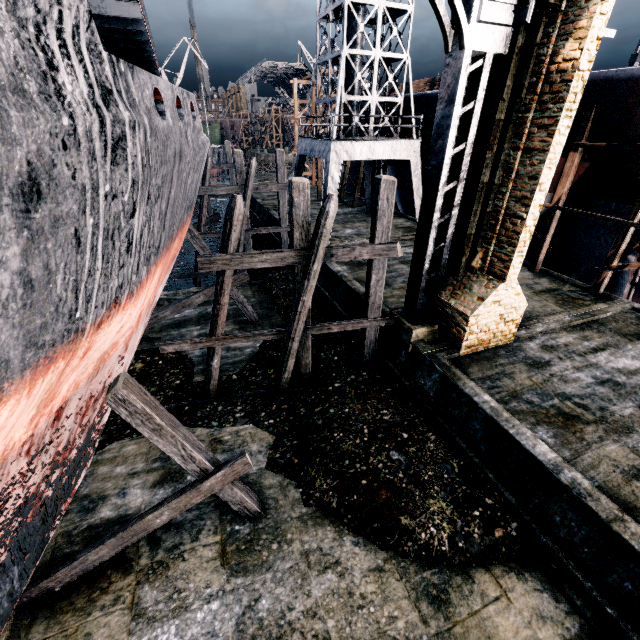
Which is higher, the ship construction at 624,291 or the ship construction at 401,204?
the ship construction at 401,204

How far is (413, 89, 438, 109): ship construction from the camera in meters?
19.8 m

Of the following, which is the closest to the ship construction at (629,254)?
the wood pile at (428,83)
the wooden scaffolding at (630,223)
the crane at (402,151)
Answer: the wooden scaffolding at (630,223)

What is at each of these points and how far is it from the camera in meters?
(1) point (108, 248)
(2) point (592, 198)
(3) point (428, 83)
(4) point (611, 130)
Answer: (1) ship, 3.9 m
(2) ship construction, 15.1 m
(3) wood pile, 32.8 m
(4) ship construction, 13.2 m

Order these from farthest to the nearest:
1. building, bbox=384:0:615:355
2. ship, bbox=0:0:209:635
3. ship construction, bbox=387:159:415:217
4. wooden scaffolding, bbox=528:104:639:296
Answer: ship construction, bbox=387:159:415:217 → wooden scaffolding, bbox=528:104:639:296 → building, bbox=384:0:615:355 → ship, bbox=0:0:209:635

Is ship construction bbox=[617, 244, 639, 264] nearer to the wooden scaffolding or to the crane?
the wooden scaffolding

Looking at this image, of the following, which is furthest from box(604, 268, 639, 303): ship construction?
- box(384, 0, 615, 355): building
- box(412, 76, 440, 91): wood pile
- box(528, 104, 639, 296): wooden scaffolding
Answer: box(384, 0, 615, 355): building

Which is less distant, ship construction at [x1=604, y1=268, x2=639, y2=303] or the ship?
the ship
